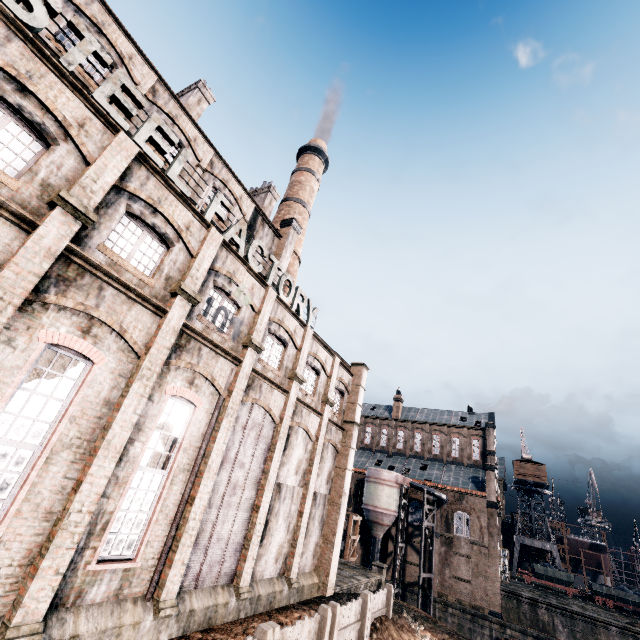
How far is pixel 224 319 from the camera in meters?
15.5 m

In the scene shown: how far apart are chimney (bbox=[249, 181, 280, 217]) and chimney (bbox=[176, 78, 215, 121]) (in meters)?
7.59

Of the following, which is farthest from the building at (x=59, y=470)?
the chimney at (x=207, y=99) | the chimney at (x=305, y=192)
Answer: the chimney at (x=207, y=99)

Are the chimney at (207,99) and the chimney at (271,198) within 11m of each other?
yes

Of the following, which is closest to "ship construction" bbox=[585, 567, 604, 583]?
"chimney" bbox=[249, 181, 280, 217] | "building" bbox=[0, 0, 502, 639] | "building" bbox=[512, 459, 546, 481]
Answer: "building" bbox=[512, 459, 546, 481]

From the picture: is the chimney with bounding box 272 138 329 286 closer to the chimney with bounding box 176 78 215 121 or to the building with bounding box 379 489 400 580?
the building with bounding box 379 489 400 580

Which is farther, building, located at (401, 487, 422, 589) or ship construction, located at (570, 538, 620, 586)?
ship construction, located at (570, 538, 620, 586)

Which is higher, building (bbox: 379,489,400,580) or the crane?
the crane
